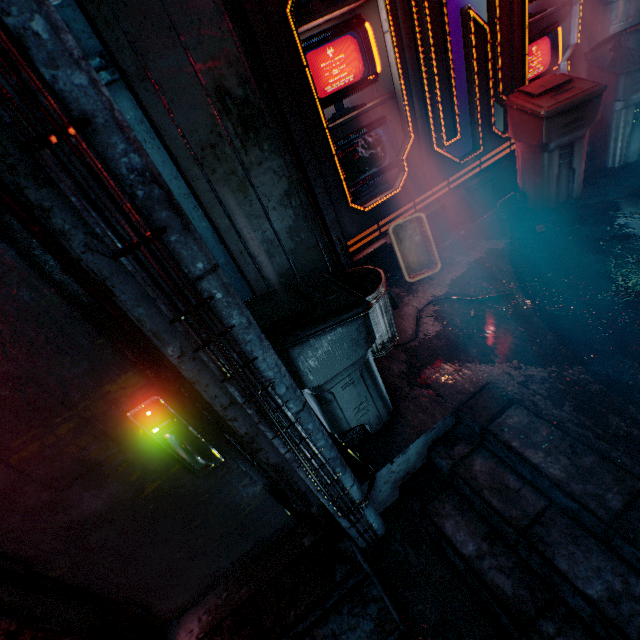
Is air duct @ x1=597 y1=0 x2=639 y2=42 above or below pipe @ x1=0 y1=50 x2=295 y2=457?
below

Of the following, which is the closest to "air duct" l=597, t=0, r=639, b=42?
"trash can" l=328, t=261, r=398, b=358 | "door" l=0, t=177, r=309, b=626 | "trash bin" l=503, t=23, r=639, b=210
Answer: "trash bin" l=503, t=23, r=639, b=210

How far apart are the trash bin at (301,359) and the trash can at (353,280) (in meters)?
0.16

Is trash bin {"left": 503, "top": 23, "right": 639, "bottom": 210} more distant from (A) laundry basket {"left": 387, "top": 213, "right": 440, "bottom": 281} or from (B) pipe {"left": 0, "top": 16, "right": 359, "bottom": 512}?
(B) pipe {"left": 0, "top": 16, "right": 359, "bottom": 512}

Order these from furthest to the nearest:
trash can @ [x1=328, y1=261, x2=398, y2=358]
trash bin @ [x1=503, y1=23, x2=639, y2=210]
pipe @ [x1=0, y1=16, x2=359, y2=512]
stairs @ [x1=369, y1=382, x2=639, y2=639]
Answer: trash bin @ [x1=503, y1=23, x2=639, y2=210] → trash can @ [x1=328, y1=261, x2=398, y2=358] → stairs @ [x1=369, y1=382, x2=639, y2=639] → pipe @ [x1=0, y1=16, x2=359, y2=512]

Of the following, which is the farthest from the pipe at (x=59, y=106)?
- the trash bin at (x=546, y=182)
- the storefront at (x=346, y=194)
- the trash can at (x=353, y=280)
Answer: the trash bin at (x=546, y=182)

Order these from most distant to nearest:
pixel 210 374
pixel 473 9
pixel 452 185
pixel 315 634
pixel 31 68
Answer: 1. pixel 452 185
2. pixel 473 9
3. pixel 315 634
4. pixel 210 374
5. pixel 31 68

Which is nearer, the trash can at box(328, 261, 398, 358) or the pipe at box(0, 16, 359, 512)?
the pipe at box(0, 16, 359, 512)
